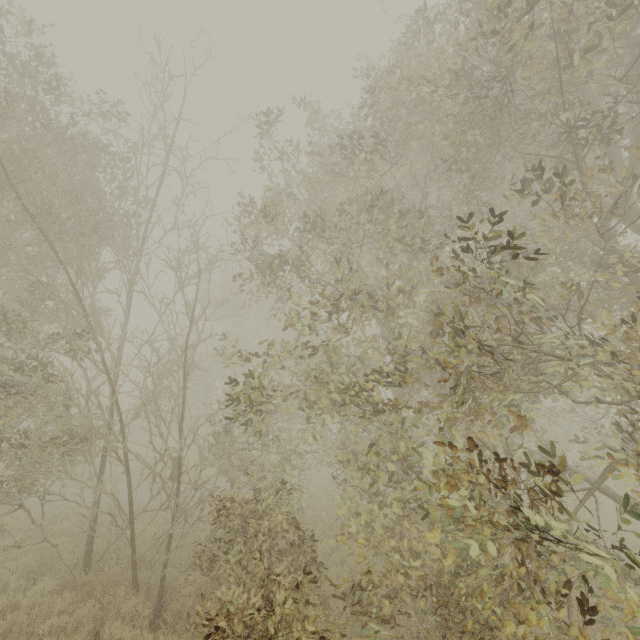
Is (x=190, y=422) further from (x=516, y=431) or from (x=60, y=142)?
(x=516, y=431)
